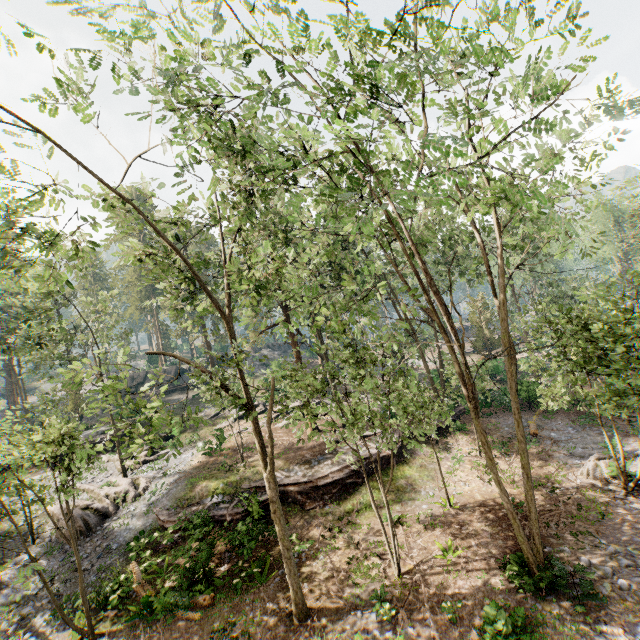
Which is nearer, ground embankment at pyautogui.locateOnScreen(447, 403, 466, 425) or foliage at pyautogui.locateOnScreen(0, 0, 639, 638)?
foliage at pyautogui.locateOnScreen(0, 0, 639, 638)

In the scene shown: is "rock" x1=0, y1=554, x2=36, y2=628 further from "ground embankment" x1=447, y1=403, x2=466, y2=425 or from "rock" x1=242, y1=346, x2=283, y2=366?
"rock" x1=242, y1=346, x2=283, y2=366

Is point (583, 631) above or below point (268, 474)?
below

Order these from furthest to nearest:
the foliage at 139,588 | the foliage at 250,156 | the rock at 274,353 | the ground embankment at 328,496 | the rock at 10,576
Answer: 1. the rock at 274,353
2. the ground embankment at 328,496
3. the rock at 10,576
4. the foliage at 139,588
5. the foliage at 250,156

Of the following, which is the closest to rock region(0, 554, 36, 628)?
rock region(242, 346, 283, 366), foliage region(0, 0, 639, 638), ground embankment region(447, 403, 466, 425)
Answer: foliage region(0, 0, 639, 638)

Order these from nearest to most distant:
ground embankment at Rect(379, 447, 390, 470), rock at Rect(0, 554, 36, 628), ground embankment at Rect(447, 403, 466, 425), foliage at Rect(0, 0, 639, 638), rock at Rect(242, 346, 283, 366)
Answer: Result:
1. foliage at Rect(0, 0, 639, 638)
2. rock at Rect(0, 554, 36, 628)
3. ground embankment at Rect(379, 447, 390, 470)
4. ground embankment at Rect(447, 403, 466, 425)
5. rock at Rect(242, 346, 283, 366)

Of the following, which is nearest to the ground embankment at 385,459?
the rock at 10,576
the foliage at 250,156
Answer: the foliage at 250,156

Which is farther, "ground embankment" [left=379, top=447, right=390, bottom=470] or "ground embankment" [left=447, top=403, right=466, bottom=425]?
"ground embankment" [left=447, top=403, right=466, bottom=425]
